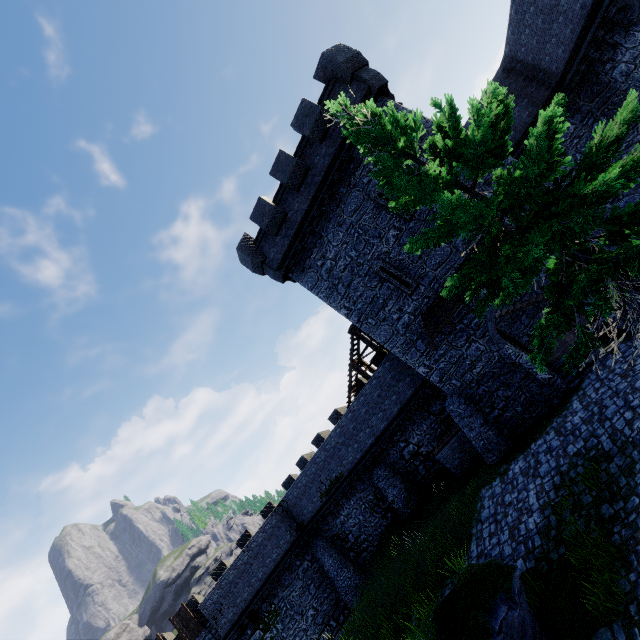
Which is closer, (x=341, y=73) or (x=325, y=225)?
(x=341, y=73)

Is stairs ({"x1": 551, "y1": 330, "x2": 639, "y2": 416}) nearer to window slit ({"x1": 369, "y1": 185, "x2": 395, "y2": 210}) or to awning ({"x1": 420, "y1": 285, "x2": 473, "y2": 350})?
awning ({"x1": 420, "y1": 285, "x2": 473, "y2": 350})

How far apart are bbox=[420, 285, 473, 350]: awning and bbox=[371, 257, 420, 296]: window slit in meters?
0.6 m

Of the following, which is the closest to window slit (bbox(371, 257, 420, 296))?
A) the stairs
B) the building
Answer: the building

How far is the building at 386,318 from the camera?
14.5m

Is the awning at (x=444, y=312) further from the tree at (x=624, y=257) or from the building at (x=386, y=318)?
the tree at (x=624, y=257)

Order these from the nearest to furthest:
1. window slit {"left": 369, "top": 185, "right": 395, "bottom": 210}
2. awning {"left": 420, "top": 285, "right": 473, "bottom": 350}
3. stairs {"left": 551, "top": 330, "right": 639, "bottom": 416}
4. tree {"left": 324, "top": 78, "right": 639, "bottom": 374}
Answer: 1. tree {"left": 324, "top": 78, "right": 639, "bottom": 374}
2. stairs {"left": 551, "top": 330, "right": 639, "bottom": 416}
3. awning {"left": 420, "top": 285, "right": 473, "bottom": 350}
4. window slit {"left": 369, "top": 185, "right": 395, "bottom": 210}

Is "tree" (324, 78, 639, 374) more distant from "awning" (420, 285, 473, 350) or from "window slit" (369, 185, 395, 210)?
"window slit" (369, 185, 395, 210)
